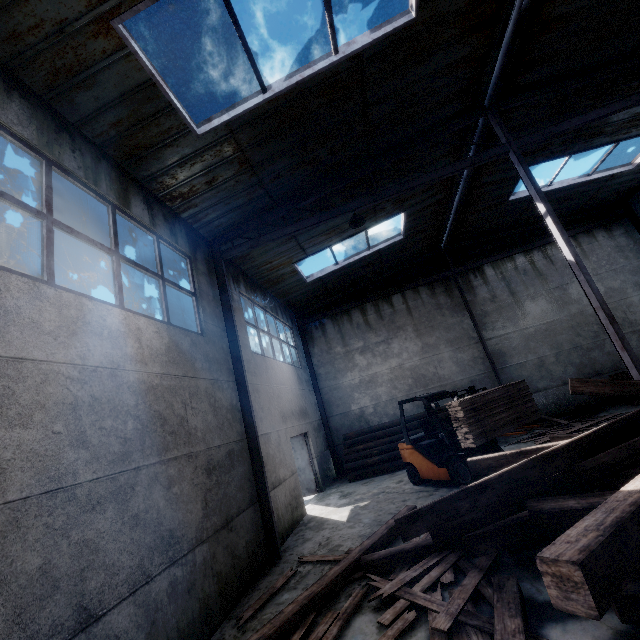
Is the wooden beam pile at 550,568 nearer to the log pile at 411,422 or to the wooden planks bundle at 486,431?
the wooden planks bundle at 486,431

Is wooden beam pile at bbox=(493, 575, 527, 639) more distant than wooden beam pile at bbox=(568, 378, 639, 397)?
No

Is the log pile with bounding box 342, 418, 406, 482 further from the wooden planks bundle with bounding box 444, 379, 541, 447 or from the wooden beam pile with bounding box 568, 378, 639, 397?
the wooden beam pile with bounding box 568, 378, 639, 397

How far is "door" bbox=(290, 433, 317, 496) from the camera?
11.8 meters

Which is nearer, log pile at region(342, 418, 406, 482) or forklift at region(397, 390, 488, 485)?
forklift at region(397, 390, 488, 485)

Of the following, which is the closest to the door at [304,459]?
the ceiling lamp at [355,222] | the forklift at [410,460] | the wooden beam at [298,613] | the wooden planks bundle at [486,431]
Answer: the forklift at [410,460]

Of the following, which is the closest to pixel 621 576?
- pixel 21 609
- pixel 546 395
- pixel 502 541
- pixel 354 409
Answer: pixel 502 541

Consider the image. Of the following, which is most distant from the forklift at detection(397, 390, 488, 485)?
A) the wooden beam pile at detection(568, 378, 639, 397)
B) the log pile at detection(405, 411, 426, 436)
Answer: the wooden beam pile at detection(568, 378, 639, 397)
